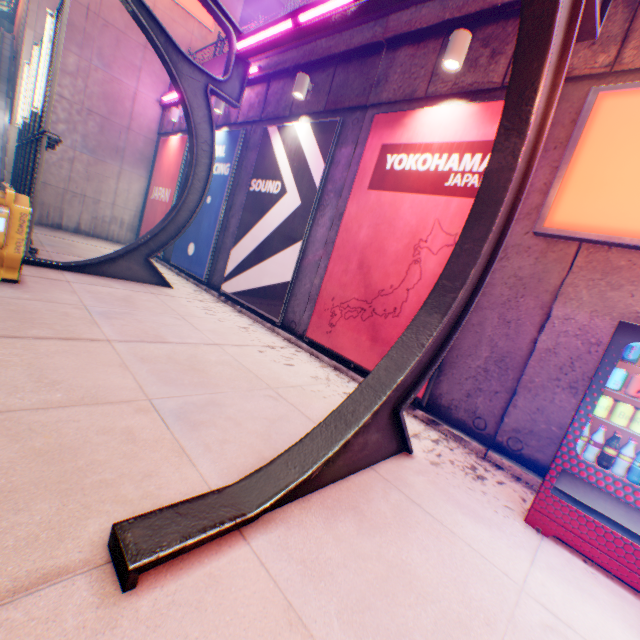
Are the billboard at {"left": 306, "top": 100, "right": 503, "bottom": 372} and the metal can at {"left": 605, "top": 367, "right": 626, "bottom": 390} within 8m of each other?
yes

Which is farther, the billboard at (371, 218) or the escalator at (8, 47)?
the escalator at (8, 47)

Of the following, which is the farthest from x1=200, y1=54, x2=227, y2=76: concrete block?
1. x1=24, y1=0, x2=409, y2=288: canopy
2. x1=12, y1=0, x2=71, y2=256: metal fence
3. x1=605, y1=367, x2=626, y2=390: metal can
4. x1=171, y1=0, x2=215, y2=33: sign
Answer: x1=605, y1=367, x2=626, y2=390: metal can

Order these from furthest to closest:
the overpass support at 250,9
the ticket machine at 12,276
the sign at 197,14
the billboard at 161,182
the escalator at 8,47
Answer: the overpass support at 250,9 → the sign at 197,14 → the billboard at 161,182 → the escalator at 8,47 → the ticket machine at 12,276

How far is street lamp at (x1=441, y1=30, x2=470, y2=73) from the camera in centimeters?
455cm

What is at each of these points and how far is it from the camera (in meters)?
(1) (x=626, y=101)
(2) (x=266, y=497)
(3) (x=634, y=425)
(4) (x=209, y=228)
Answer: (1) sign, 3.41
(2) canopy, 2.09
(3) metal can, 2.70
(4) billboard, 9.52

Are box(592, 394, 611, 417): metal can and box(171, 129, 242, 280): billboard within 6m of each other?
no

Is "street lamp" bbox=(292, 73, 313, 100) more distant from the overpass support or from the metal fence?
the overpass support
